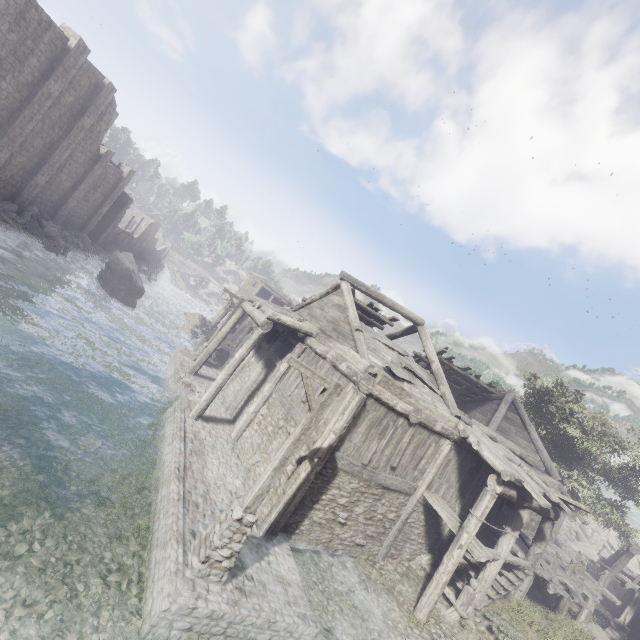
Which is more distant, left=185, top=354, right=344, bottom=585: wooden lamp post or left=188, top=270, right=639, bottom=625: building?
left=188, top=270, right=639, bottom=625: building

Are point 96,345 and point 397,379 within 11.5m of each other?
no

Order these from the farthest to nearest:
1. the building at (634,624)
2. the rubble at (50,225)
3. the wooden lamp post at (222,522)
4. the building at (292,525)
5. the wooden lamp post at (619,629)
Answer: the rubble at (50,225), the building at (634,624), the wooden lamp post at (619,629), the building at (292,525), the wooden lamp post at (222,522)

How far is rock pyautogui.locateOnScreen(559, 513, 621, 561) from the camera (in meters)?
36.25

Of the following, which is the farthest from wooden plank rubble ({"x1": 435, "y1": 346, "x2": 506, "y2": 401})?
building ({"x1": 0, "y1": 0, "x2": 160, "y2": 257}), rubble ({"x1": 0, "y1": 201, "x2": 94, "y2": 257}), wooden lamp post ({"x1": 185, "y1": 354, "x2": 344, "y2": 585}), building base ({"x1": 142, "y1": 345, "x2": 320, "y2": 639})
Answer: rubble ({"x1": 0, "y1": 201, "x2": 94, "y2": 257})

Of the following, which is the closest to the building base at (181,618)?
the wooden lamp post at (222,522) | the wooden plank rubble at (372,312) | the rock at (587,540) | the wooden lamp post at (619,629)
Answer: the wooden lamp post at (222,522)

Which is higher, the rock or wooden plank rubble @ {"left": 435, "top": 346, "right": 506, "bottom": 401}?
wooden plank rubble @ {"left": 435, "top": 346, "right": 506, "bottom": 401}

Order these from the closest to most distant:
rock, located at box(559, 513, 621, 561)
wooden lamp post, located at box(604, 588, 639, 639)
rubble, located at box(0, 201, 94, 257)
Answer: wooden lamp post, located at box(604, 588, 639, 639), rubble, located at box(0, 201, 94, 257), rock, located at box(559, 513, 621, 561)
